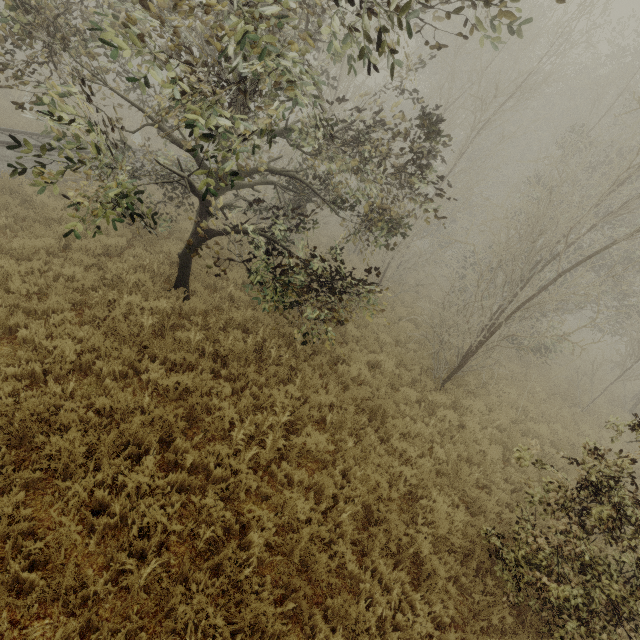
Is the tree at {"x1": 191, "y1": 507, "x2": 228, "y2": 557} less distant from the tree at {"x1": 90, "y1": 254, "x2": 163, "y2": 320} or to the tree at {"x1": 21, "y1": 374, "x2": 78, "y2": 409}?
the tree at {"x1": 21, "y1": 374, "x2": 78, "y2": 409}

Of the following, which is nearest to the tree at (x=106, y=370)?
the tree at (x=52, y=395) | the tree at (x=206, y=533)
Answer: the tree at (x=52, y=395)

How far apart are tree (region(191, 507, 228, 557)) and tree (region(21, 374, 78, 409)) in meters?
3.1 m

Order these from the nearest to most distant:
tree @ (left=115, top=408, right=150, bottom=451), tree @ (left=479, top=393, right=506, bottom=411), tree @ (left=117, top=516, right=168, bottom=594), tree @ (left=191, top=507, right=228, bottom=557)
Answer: tree @ (left=117, top=516, right=168, bottom=594), tree @ (left=191, top=507, right=228, bottom=557), tree @ (left=115, top=408, right=150, bottom=451), tree @ (left=479, top=393, right=506, bottom=411)

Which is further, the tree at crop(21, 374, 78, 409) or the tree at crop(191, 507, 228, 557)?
the tree at crop(21, 374, 78, 409)

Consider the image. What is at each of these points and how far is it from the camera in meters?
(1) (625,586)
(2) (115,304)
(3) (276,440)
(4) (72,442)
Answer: (1) tree, 3.7 m
(2) tree, 6.8 m
(3) tree, 5.4 m
(4) tree, 4.2 m

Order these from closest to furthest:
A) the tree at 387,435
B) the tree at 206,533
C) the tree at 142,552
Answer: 1. the tree at 142,552
2. the tree at 206,533
3. the tree at 387,435
